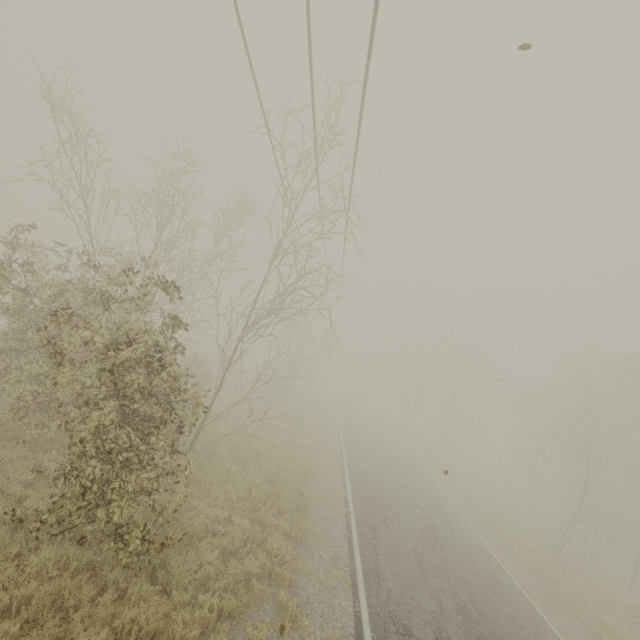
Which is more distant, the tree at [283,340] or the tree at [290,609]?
the tree at [290,609]

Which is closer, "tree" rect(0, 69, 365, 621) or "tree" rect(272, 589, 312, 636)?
"tree" rect(0, 69, 365, 621)

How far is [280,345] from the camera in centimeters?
3138cm
